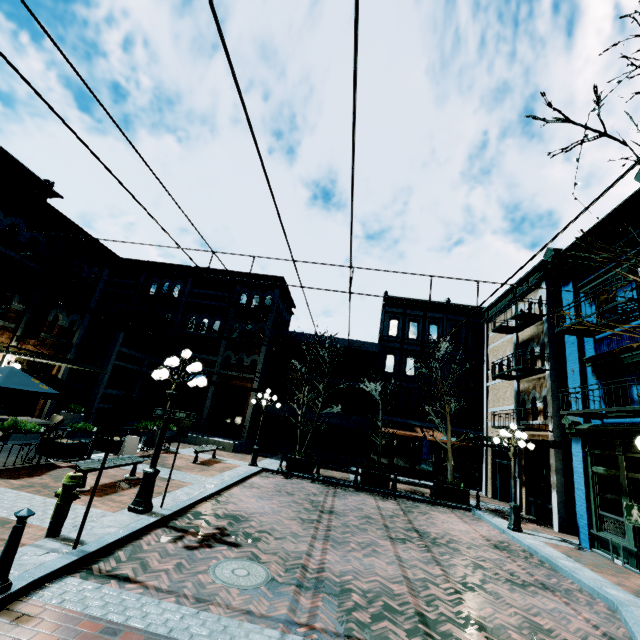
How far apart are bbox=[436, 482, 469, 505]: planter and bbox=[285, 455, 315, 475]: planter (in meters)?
5.96

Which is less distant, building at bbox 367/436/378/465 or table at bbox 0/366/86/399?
table at bbox 0/366/86/399

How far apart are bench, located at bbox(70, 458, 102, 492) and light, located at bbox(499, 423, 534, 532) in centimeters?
1250cm

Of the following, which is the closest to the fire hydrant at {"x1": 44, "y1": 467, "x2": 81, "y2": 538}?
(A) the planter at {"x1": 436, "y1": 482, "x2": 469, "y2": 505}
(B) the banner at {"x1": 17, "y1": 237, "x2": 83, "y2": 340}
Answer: (B) the banner at {"x1": 17, "y1": 237, "x2": 83, "y2": 340}

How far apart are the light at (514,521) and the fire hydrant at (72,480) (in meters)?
13.07

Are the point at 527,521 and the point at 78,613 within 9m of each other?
no

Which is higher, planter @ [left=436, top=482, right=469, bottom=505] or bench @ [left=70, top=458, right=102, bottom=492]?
bench @ [left=70, top=458, right=102, bottom=492]

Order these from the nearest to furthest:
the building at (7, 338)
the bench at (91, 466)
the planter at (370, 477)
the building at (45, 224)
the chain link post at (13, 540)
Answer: the chain link post at (13, 540) < the bench at (91, 466) < the building at (45, 224) < the building at (7, 338) < the planter at (370, 477)
